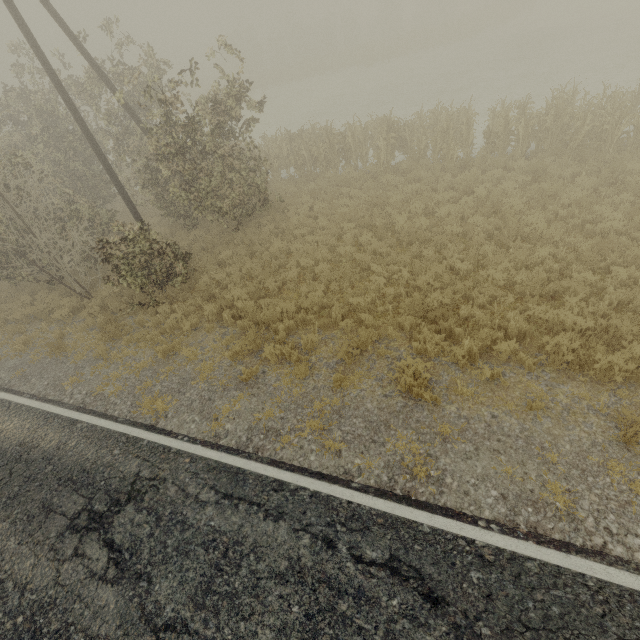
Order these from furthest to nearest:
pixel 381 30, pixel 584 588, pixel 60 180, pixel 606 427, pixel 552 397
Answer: pixel 381 30, pixel 60 180, pixel 552 397, pixel 606 427, pixel 584 588
